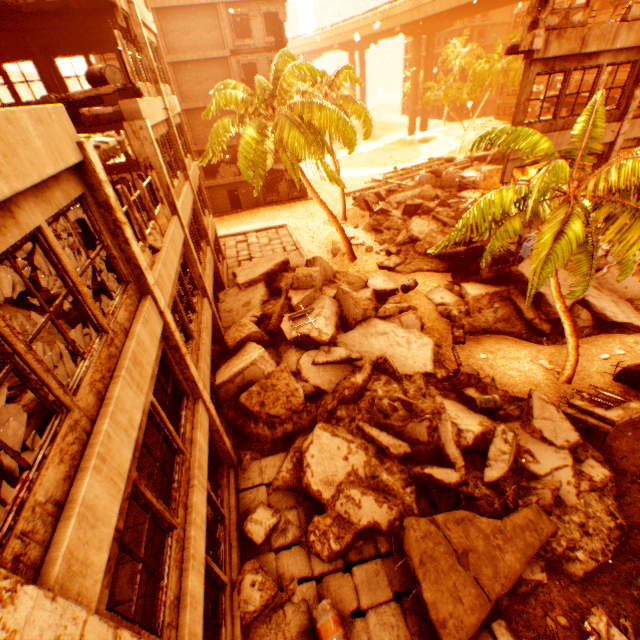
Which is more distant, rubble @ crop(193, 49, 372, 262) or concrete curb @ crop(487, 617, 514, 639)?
rubble @ crop(193, 49, 372, 262)

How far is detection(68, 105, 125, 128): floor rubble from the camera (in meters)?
8.35

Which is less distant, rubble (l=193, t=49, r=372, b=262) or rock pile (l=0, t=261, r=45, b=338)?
rock pile (l=0, t=261, r=45, b=338)

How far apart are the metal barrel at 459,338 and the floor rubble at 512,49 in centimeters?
983cm

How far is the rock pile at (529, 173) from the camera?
25.39m

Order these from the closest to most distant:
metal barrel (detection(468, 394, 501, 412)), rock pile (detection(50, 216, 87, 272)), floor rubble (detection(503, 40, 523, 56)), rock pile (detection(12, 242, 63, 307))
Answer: rock pile (detection(12, 242, 63, 307)) < rock pile (detection(50, 216, 87, 272)) < metal barrel (detection(468, 394, 501, 412)) < floor rubble (detection(503, 40, 523, 56))

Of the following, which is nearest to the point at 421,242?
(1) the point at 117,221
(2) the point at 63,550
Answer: (1) the point at 117,221

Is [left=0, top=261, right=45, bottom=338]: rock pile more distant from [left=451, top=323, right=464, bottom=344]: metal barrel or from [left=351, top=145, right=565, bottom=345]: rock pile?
[left=451, top=323, right=464, bottom=344]: metal barrel
